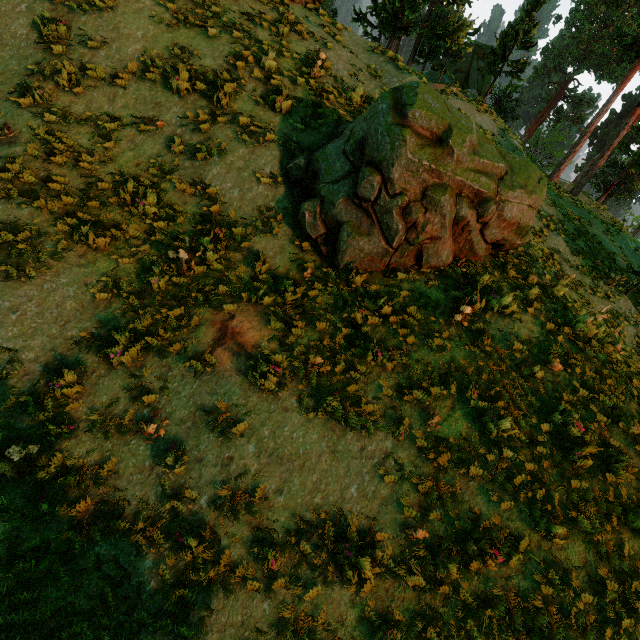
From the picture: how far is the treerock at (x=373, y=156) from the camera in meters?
6.6 m

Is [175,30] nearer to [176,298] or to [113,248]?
[113,248]

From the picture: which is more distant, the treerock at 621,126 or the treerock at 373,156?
the treerock at 621,126

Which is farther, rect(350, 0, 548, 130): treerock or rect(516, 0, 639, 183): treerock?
rect(516, 0, 639, 183): treerock

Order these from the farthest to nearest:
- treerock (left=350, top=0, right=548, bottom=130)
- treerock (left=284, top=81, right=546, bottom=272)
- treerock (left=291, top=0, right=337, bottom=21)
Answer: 1. treerock (left=350, top=0, right=548, bottom=130)
2. treerock (left=291, top=0, right=337, bottom=21)
3. treerock (left=284, top=81, right=546, bottom=272)

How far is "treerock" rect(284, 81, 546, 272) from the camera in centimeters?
664cm
